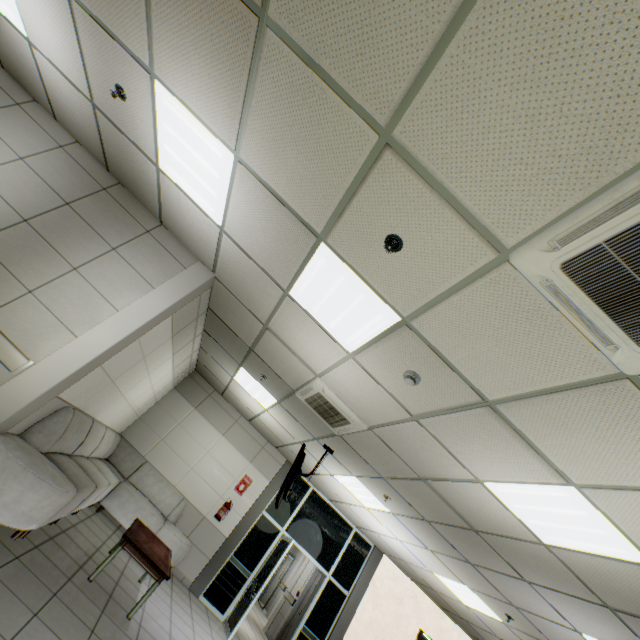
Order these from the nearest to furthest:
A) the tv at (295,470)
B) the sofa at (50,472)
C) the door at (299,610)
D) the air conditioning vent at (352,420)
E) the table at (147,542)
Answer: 1. the sofa at (50,472)
2. the table at (147,542)
3. the air conditioning vent at (352,420)
4. the tv at (295,470)
5. the door at (299,610)

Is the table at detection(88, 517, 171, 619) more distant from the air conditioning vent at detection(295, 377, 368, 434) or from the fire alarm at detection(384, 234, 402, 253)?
the fire alarm at detection(384, 234, 402, 253)

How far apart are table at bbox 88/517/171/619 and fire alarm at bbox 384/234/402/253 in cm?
469

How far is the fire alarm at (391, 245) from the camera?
2.24m

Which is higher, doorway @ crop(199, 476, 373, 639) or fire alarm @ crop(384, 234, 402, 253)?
fire alarm @ crop(384, 234, 402, 253)

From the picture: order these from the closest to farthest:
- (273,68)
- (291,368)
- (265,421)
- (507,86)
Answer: (507,86)
(273,68)
(291,368)
(265,421)

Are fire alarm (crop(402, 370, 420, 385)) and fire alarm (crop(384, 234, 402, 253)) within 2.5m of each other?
yes

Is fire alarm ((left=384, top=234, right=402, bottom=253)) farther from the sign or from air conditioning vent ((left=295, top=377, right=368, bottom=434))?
the sign
